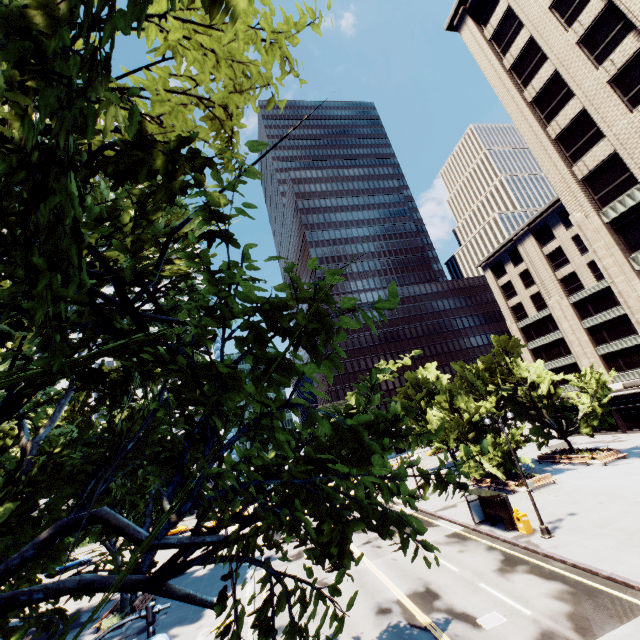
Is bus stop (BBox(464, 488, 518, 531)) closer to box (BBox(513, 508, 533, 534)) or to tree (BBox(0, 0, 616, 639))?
box (BBox(513, 508, 533, 534))

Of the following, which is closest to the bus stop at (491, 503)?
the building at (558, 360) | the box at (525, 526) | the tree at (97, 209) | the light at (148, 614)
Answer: the box at (525, 526)

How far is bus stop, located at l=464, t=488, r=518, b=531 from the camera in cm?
2136

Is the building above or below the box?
above

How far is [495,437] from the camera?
31.9 meters

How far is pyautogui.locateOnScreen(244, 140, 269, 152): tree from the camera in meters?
4.0 m

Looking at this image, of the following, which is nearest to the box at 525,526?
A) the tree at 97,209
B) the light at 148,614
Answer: the light at 148,614

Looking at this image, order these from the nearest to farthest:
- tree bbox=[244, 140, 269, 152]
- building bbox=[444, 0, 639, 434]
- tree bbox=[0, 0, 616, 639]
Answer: tree bbox=[0, 0, 616, 639] < tree bbox=[244, 140, 269, 152] < building bbox=[444, 0, 639, 434]
